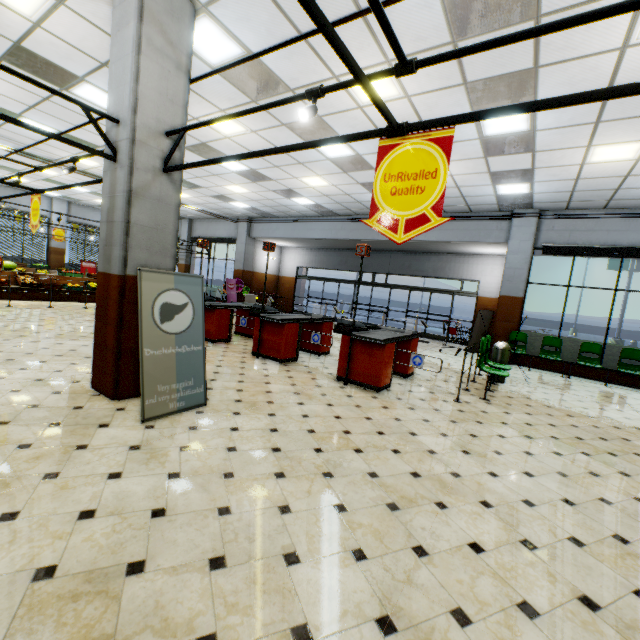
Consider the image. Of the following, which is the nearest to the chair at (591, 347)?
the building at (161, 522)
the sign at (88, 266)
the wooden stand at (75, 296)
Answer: the building at (161, 522)

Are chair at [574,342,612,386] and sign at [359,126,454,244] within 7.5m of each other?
no

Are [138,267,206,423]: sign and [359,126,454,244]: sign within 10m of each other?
yes

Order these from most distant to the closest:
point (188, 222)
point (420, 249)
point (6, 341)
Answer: point (188, 222) < point (420, 249) < point (6, 341)

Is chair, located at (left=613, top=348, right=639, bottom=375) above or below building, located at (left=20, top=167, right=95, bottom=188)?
below

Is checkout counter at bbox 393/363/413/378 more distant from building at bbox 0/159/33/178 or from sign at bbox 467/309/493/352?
sign at bbox 467/309/493/352

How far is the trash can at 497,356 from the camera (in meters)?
7.53

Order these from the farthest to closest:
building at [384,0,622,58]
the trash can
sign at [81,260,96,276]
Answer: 1. sign at [81,260,96,276]
2. the trash can
3. building at [384,0,622,58]
